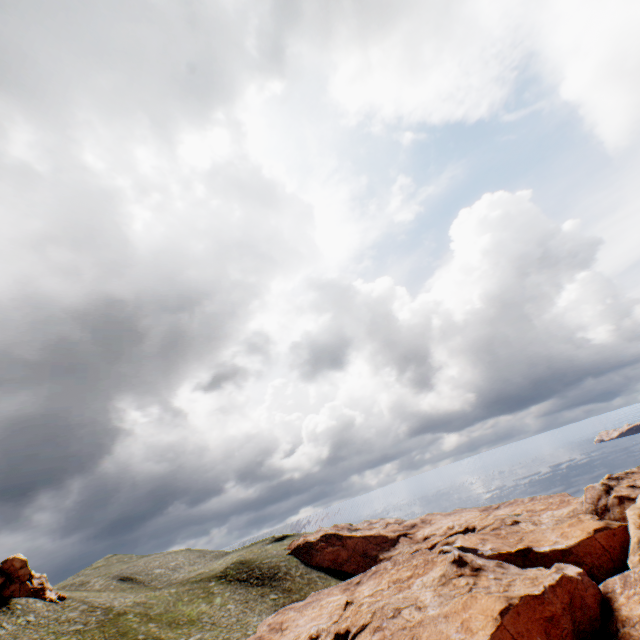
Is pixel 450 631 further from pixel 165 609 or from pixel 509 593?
pixel 165 609

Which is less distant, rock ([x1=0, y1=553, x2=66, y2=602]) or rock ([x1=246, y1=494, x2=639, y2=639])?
rock ([x1=246, y1=494, x2=639, y2=639])

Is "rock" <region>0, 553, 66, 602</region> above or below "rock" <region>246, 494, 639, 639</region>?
above

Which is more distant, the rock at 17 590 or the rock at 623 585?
the rock at 17 590

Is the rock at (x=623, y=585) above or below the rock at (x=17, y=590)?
below
